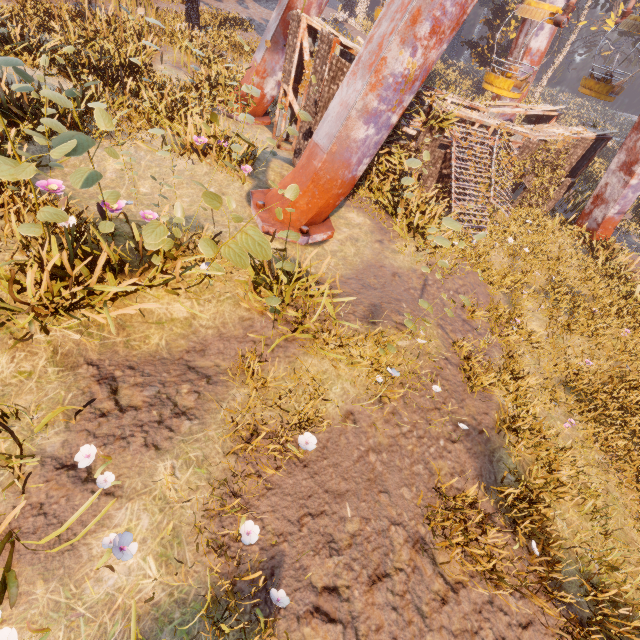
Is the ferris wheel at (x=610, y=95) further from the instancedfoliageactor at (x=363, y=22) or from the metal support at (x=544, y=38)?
the instancedfoliageactor at (x=363, y=22)

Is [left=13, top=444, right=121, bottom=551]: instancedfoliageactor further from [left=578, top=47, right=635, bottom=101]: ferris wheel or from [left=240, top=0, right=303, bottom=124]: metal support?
[left=578, top=47, right=635, bottom=101]: ferris wheel

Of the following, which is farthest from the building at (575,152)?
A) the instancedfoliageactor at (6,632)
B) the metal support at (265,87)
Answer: the instancedfoliageactor at (6,632)

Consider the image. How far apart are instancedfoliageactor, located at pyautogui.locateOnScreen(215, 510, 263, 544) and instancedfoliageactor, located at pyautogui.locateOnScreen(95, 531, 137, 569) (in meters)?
1.03

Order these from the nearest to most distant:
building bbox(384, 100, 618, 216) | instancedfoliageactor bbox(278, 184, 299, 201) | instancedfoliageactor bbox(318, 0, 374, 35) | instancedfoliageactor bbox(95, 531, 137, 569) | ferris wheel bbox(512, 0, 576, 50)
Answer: instancedfoliageactor bbox(95, 531, 137, 569) < instancedfoliageactor bbox(278, 184, 299, 201) < ferris wheel bbox(512, 0, 576, 50) < building bbox(384, 100, 618, 216) < instancedfoliageactor bbox(318, 0, 374, 35)

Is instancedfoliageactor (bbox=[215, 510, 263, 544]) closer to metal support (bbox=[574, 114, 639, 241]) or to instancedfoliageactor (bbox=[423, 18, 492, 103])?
instancedfoliageactor (bbox=[423, 18, 492, 103])

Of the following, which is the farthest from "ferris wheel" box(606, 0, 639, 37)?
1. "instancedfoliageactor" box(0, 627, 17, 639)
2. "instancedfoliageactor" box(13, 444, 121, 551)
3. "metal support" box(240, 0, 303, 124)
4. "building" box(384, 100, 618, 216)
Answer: "instancedfoliageactor" box(0, 627, 17, 639)

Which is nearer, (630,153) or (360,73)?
(360,73)
